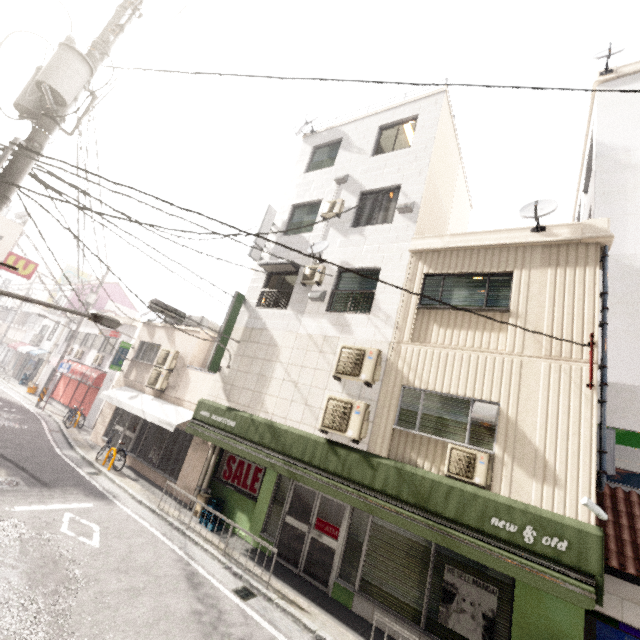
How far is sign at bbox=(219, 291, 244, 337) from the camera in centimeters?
1098cm

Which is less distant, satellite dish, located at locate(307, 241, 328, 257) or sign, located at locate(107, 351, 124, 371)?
satellite dish, located at locate(307, 241, 328, 257)

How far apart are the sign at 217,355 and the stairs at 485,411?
7.8m

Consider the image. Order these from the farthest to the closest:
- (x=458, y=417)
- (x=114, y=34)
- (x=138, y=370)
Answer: (x=138, y=370)
(x=458, y=417)
(x=114, y=34)

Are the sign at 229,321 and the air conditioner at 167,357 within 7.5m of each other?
yes

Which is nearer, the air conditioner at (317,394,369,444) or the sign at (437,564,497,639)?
the sign at (437,564,497,639)

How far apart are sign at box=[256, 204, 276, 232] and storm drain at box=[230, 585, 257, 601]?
9.99m

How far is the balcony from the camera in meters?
12.3 m
